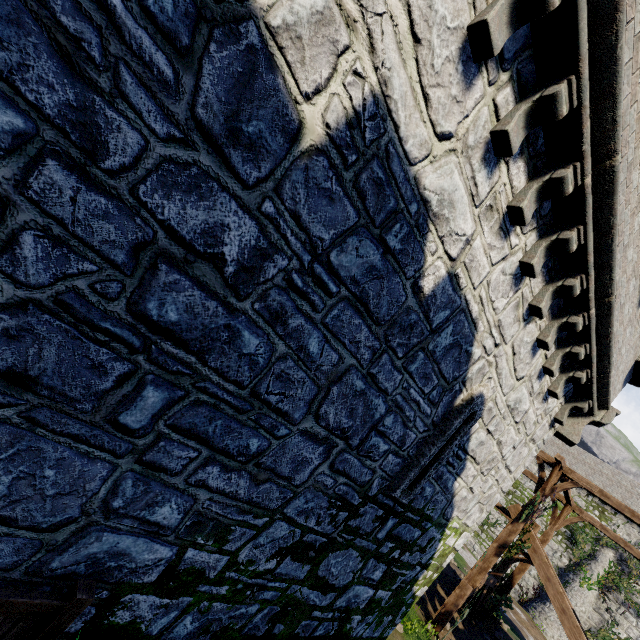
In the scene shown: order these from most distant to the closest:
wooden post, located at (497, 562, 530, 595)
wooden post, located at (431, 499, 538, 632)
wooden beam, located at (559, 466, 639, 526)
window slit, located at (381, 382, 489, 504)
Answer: wooden post, located at (497, 562, 530, 595) → wooden post, located at (431, 499, 538, 632) → wooden beam, located at (559, 466, 639, 526) → window slit, located at (381, 382, 489, 504)

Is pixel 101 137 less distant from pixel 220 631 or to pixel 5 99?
pixel 5 99

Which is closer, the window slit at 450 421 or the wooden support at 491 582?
the window slit at 450 421

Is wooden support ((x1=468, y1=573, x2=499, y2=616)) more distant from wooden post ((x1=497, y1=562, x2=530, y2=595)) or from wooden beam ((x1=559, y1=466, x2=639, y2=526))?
wooden beam ((x1=559, y1=466, x2=639, y2=526))

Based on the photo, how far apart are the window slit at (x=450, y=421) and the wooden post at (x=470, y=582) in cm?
974

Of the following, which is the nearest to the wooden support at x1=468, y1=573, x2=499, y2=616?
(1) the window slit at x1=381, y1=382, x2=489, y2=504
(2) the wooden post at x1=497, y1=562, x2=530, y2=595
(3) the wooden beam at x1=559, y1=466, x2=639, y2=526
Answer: (2) the wooden post at x1=497, y1=562, x2=530, y2=595

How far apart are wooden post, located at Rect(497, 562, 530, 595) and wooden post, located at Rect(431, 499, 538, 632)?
5.47m

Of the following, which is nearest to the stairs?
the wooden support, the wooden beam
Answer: the wooden support
